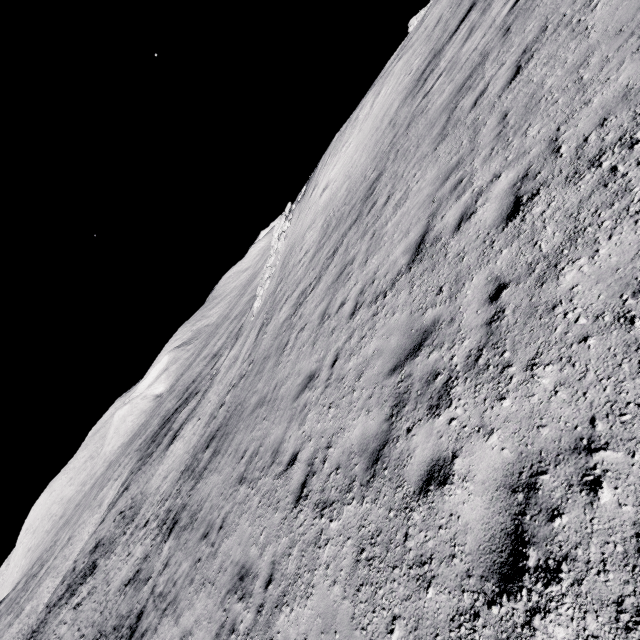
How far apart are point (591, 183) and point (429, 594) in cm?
456
